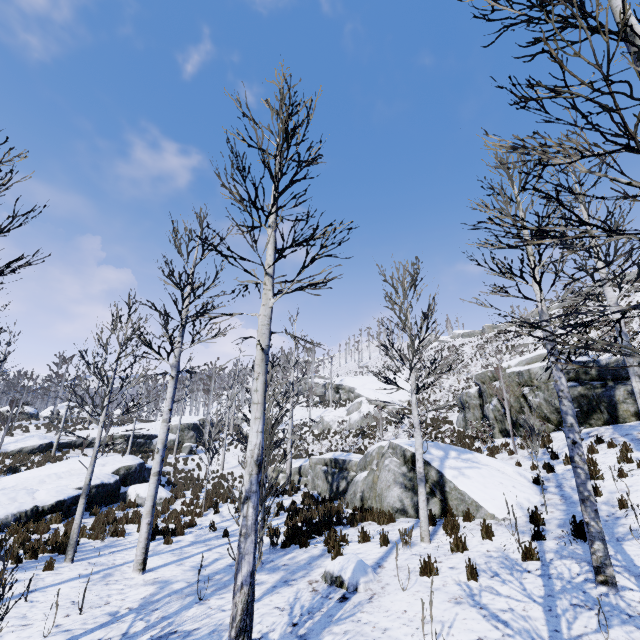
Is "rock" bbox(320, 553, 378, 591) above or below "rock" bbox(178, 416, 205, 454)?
below

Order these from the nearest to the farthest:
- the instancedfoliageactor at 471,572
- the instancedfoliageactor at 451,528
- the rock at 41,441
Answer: the instancedfoliageactor at 471,572 < the instancedfoliageactor at 451,528 < the rock at 41,441

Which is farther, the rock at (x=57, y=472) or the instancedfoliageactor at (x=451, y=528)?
the rock at (x=57, y=472)

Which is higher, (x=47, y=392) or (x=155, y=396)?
(x=47, y=392)

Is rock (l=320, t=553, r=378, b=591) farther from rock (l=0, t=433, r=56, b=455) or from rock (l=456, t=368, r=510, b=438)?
rock (l=0, t=433, r=56, b=455)

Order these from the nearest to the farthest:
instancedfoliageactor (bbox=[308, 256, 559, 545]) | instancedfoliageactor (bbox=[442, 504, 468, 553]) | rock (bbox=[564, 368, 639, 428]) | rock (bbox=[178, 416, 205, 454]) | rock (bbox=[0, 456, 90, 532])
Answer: instancedfoliageactor (bbox=[442, 504, 468, 553])
instancedfoliageactor (bbox=[308, 256, 559, 545])
rock (bbox=[0, 456, 90, 532])
rock (bbox=[564, 368, 639, 428])
rock (bbox=[178, 416, 205, 454])

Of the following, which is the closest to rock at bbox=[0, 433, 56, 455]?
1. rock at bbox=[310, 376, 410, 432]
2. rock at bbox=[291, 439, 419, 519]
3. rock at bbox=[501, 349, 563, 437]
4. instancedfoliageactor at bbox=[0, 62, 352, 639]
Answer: instancedfoliageactor at bbox=[0, 62, 352, 639]

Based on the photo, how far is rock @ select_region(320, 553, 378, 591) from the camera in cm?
548
